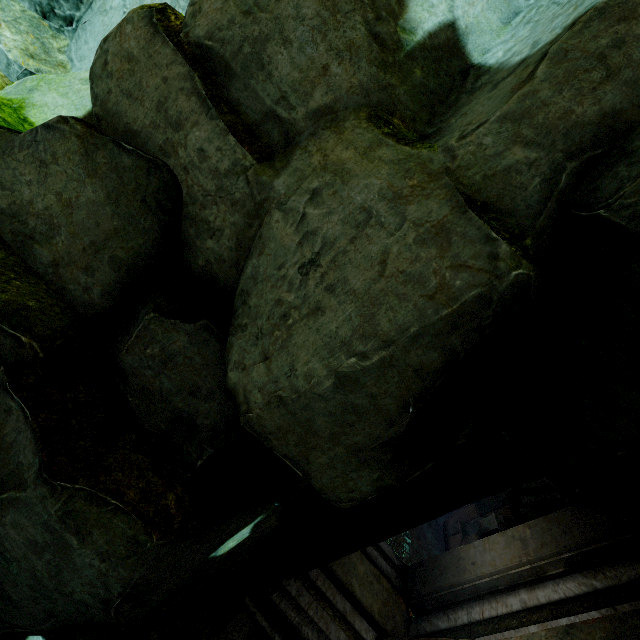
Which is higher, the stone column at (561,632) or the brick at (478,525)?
the stone column at (561,632)

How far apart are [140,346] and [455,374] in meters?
1.9

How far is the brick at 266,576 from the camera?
3.37m

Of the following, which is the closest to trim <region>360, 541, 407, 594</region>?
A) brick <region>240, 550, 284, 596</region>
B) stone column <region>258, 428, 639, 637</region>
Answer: stone column <region>258, 428, 639, 637</region>

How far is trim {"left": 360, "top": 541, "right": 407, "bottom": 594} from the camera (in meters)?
4.89

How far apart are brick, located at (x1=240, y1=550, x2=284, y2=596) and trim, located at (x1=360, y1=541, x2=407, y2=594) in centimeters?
96cm

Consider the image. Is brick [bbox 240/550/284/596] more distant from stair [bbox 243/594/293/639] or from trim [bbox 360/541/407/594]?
trim [bbox 360/541/407/594]

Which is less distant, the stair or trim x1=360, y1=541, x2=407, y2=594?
the stair
